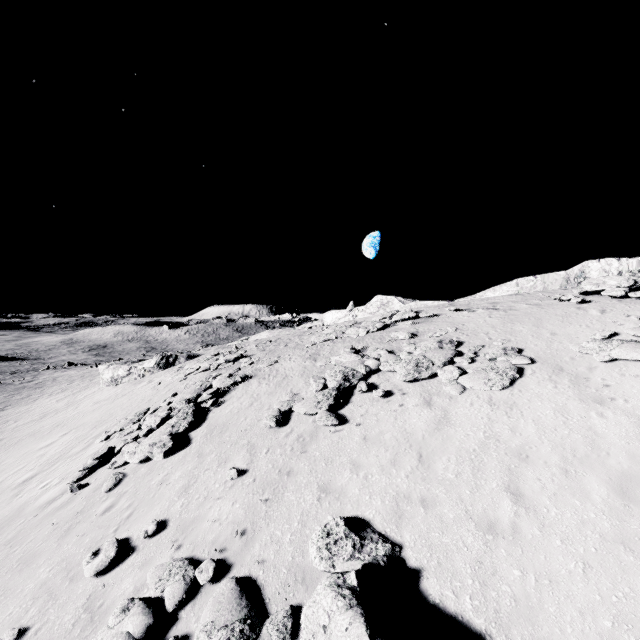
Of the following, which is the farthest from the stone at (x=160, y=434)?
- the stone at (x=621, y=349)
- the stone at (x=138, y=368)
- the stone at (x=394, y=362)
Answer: the stone at (x=138, y=368)

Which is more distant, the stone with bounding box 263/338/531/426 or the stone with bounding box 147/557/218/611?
the stone with bounding box 263/338/531/426

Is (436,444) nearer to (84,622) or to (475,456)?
(475,456)

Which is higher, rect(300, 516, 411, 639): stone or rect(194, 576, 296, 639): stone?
rect(300, 516, 411, 639): stone

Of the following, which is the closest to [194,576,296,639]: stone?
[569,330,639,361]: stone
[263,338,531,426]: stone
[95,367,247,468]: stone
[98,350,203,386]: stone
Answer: [263,338,531,426]: stone

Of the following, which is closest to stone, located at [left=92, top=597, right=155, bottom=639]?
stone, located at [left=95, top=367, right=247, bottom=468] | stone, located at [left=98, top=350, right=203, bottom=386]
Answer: stone, located at [left=95, top=367, right=247, bottom=468]

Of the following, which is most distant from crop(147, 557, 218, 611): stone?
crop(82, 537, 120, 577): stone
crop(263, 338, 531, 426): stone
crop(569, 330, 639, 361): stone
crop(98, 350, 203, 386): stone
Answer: crop(98, 350, 203, 386): stone

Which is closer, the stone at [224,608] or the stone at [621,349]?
the stone at [224,608]
